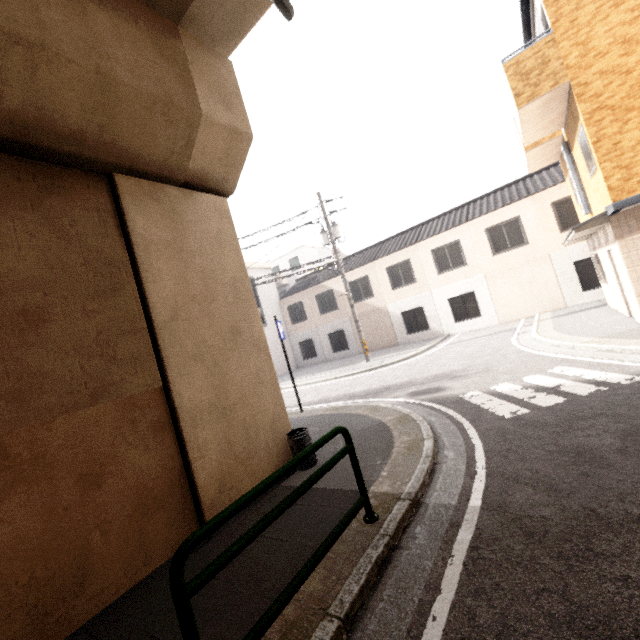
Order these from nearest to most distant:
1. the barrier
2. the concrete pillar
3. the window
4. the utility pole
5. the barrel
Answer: the barrier < the concrete pillar < the window < the barrel < the utility pole

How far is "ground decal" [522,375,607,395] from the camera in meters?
5.4 m

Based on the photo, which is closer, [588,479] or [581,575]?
[581,575]

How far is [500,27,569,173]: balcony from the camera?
7.6m

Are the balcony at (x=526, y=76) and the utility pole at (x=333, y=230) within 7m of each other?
no

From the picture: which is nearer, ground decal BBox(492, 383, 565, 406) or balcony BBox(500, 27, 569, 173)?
ground decal BBox(492, 383, 565, 406)

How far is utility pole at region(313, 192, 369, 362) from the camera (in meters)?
17.02

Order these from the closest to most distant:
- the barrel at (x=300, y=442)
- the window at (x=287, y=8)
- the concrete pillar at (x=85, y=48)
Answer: the concrete pillar at (x=85, y=48) < the window at (x=287, y=8) < the barrel at (x=300, y=442)
